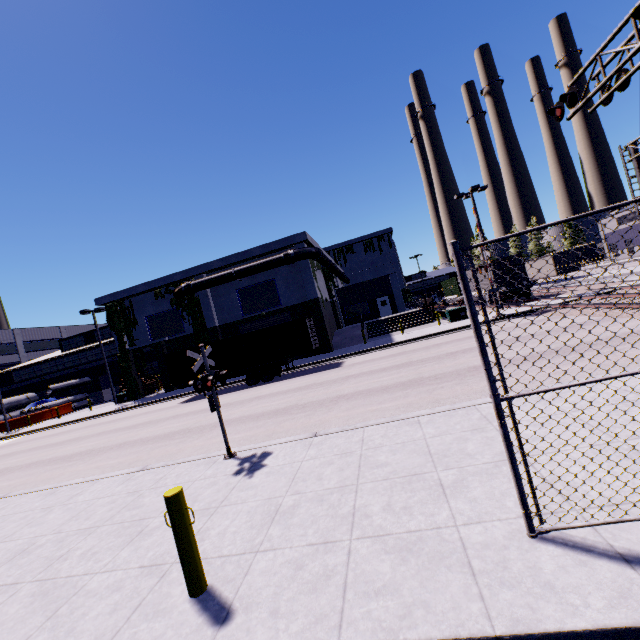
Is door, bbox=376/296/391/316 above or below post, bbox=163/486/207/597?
above

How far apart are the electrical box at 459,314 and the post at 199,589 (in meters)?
25.54

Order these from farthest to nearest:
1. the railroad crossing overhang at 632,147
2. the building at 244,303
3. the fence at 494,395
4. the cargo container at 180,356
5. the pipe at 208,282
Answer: the building at 244,303 → the pipe at 208,282 → the cargo container at 180,356 → the railroad crossing overhang at 632,147 → the fence at 494,395

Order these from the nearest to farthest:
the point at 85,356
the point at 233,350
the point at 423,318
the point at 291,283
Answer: the point at 233,350 → the point at 291,283 → the point at 423,318 → the point at 85,356

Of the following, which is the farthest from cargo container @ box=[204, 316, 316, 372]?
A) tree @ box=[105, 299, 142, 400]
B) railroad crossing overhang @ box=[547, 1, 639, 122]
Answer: railroad crossing overhang @ box=[547, 1, 639, 122]

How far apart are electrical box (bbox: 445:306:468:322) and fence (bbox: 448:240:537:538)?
24.5 meters

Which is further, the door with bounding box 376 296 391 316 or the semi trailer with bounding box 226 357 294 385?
the door with bounding box 376 296 391 316

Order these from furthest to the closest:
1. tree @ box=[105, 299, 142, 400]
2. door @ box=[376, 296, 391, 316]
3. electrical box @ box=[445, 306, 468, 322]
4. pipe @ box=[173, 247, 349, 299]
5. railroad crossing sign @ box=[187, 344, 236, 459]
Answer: door @ box=[376, 296, 391, 316], tree @ box=[105, 299, 142, 400], pipe @ box=[173, 247, 349, 299], electrical box @ box=[445, 306, 468, 322], railroad crossing sign @ box=[187, 344, 236, 459]
